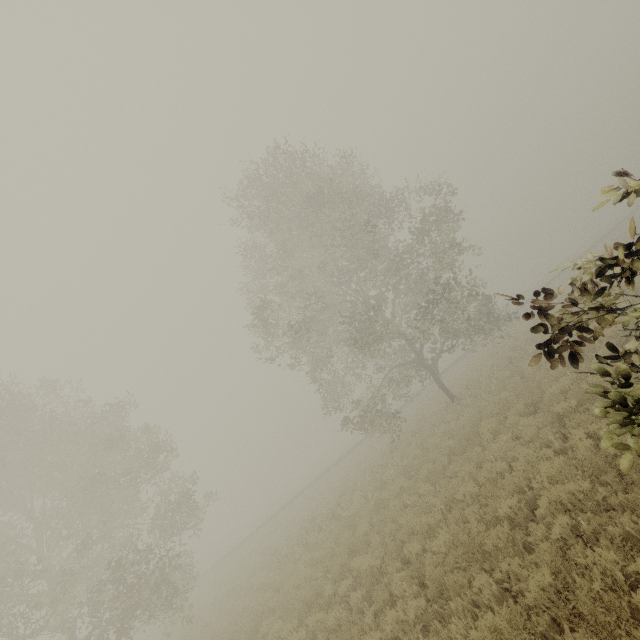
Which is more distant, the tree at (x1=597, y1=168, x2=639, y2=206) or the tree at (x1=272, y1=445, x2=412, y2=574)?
the tree at (x1=272, y1=445, x2=412, y2=574)

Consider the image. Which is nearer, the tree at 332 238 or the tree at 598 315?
the tree at 598 315

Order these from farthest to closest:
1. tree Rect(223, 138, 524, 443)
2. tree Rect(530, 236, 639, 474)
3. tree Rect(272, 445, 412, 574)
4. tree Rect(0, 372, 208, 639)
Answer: tree Rect(223, 138, 524, 443), tree Rect(272, 445, 412, 574), tree Rect(0, 372, 208, 639), tree Rect(530, 236, 639, 474)

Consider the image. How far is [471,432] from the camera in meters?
12.0 m

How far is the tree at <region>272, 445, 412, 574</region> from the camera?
13.66m

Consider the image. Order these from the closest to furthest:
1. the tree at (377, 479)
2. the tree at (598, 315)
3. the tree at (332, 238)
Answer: the tree at (598, 315), the tree at (377, 479), the tree at (332, 238)
